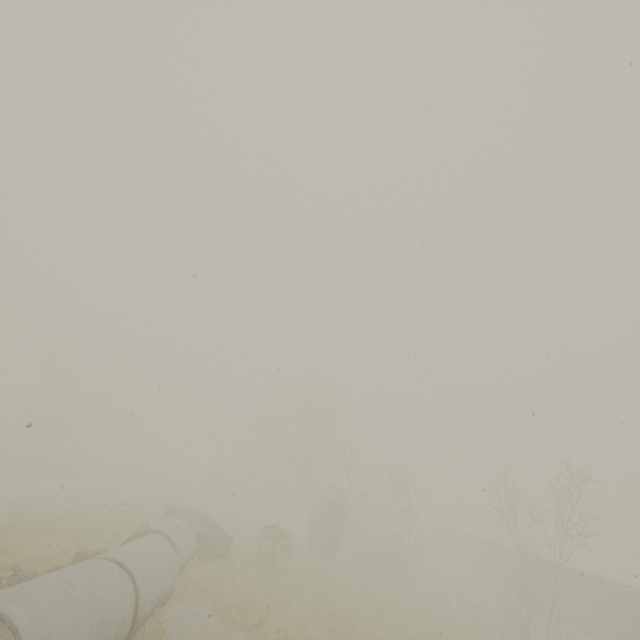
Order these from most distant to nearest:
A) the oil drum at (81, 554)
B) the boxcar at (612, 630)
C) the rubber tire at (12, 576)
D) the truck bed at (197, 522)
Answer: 1. the boxcar at (612, 630)
2. the truck bed at (197, 522)
3. the oil drum at (81, 554)
4. the rubber tire at (12, 576)

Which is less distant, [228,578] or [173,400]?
[228,578]

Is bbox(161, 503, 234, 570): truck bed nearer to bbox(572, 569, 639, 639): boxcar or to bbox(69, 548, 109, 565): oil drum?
bbox(69, 548, 109, 565): oil drum

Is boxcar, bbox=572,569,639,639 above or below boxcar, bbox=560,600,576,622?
above

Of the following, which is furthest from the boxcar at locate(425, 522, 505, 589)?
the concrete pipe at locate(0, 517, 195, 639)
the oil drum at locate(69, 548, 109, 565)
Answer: the oil drum at locate(69, 548, 109, 565)

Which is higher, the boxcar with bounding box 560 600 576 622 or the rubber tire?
the boxcar with bounding box 560 600 576 622

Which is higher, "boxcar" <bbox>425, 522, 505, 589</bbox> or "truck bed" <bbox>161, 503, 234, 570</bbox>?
"boxcar" <bbox>425, 522, 505, 589</bbox>

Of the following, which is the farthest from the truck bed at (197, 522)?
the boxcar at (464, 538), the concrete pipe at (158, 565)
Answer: the boxcar at (464, 538)
